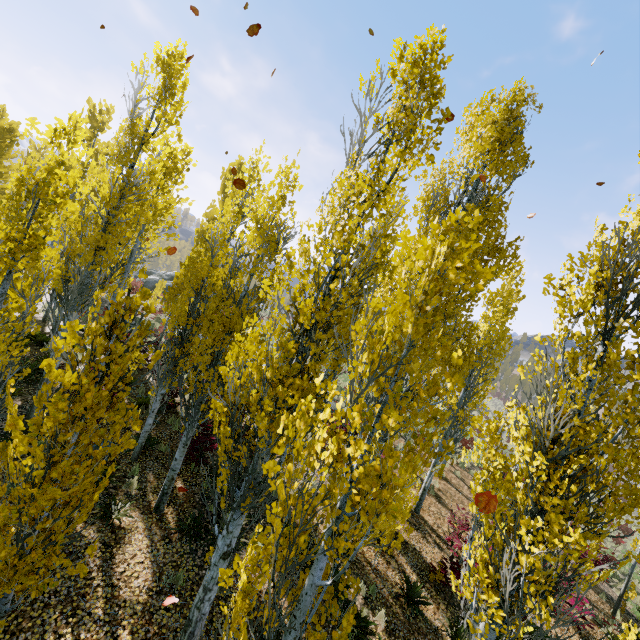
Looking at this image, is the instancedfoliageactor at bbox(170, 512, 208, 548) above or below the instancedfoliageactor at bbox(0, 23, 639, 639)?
below

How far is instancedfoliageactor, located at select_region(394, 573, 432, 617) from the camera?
8.0m

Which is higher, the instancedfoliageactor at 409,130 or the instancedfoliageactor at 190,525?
the instancedfoliageactor at 409,130

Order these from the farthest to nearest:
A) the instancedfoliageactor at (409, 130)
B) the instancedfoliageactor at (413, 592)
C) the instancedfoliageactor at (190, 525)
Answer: the instancedfoliageactor at (413, 592) → the instancedfoliageactor at (190, 525) → the instancedfoliageactor at (409, 130)

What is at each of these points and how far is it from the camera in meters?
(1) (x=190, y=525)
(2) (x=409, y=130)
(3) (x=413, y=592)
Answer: (1) instancedfoliageactor, 7.7 m
(2) instancedfoliageactor, 4.5 m
(3) instancedfoliageactor, 8.3 m

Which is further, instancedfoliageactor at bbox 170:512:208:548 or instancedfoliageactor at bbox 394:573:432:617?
instancedfoliageactor at bbox 394:573:432:617
